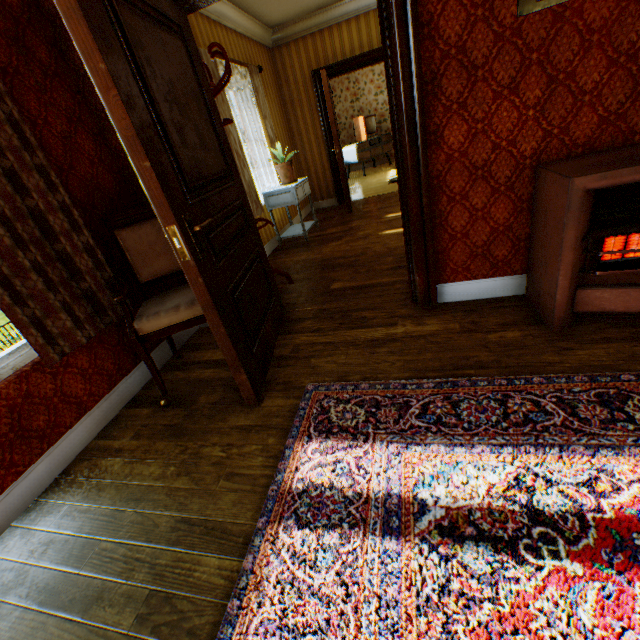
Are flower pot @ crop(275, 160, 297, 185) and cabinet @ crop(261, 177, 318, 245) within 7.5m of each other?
yes

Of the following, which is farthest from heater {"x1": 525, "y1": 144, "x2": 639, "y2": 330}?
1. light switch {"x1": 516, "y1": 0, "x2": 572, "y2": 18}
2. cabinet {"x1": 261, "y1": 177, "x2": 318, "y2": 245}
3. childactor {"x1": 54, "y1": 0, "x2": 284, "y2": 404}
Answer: cabinet {"x1": 261, "y1": 177, "x2": 318, "y2": 245}

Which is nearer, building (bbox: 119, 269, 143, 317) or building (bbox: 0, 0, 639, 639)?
building (bbox: 0, 0, 639, 639)

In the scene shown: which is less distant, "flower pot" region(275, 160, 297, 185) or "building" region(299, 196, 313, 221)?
"flower pot" region(275, 160, 297, 185)

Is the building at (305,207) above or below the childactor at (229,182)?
Answer: below

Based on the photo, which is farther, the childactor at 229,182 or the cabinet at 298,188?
the cabinet at 298,188

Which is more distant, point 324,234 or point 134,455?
point 324,234

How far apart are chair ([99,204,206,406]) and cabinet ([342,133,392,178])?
8.6m
